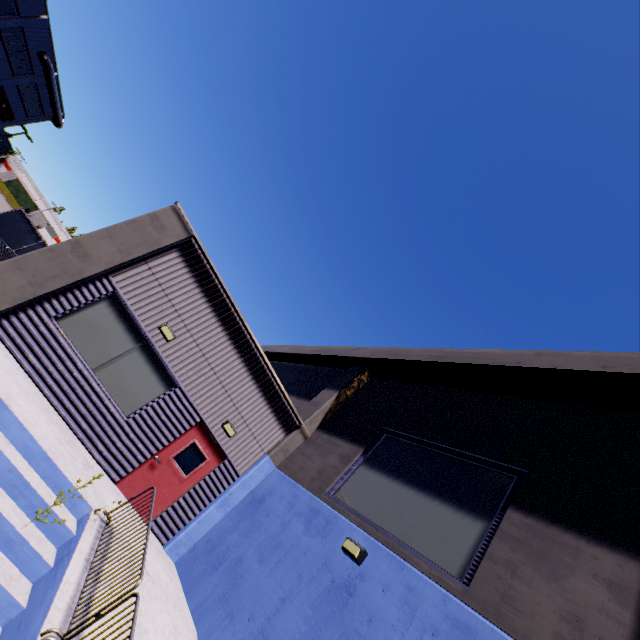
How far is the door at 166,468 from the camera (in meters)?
8.49

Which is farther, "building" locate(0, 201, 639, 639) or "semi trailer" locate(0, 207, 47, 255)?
"semi trailer" locate(0, 207, 47, 255)

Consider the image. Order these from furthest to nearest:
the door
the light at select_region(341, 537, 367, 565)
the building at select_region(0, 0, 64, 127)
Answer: the building at select_region(0, 0, 64, 127), the door, the light at select_region(341, 537, 367, 565)

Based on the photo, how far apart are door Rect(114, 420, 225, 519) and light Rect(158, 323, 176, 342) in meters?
2.5

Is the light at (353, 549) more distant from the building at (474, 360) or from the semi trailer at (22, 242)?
the semi trailer at (22, 242)

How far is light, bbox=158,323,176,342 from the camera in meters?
8.8

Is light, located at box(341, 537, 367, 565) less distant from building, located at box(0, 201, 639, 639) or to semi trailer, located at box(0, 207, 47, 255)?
building, located at box(0, 201, 639, 639)

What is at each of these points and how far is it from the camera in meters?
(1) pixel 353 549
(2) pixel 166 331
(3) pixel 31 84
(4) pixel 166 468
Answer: (1) light, 6.1 m
(2) light, 8.8 m
(3) building, 37.7 m
(4) door, 8.9 m
